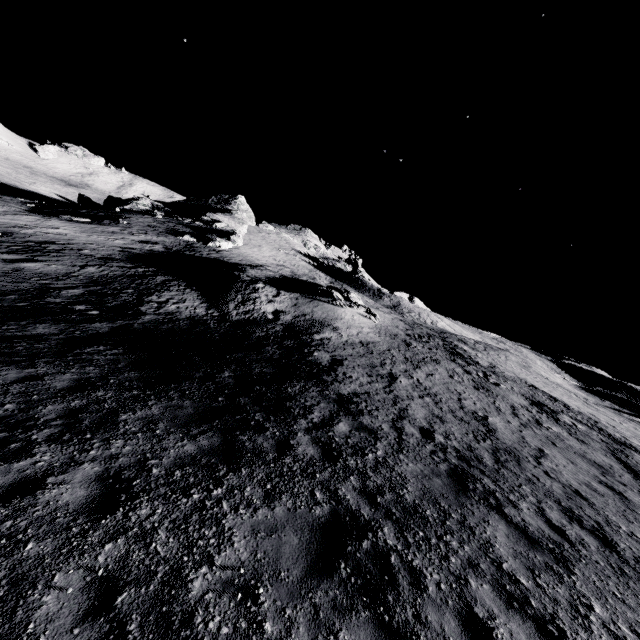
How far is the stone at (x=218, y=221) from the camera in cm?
4516

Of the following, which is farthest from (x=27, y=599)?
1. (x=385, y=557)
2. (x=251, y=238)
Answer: (x=251, y=238)

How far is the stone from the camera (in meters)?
45.16
